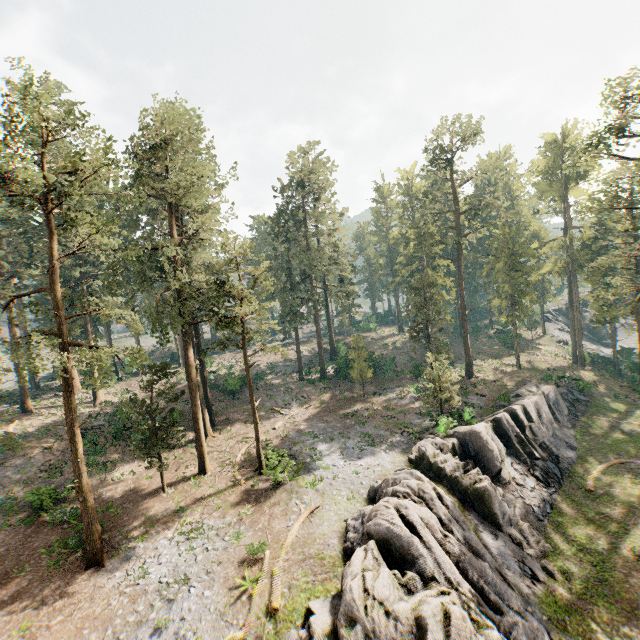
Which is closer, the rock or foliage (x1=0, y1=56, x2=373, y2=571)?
the rock

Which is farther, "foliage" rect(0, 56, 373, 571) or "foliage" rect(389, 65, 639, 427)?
"foliage" rect(389, 65, 639, 427)

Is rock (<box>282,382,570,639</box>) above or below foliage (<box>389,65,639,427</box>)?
below

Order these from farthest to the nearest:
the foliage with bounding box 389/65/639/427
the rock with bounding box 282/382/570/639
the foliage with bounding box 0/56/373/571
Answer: the foliage with bounding box 389/65/639/427 → the foliage with bounding box 0/56/373/571 → the rock with bounding box 282/382/570/639

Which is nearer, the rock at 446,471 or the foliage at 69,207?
the rock at 446,471

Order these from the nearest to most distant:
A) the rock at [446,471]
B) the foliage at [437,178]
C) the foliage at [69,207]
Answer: the rock at [446,471] → the foliage at [69,207] → the foliage at [437,178]

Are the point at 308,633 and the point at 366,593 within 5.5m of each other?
yes
